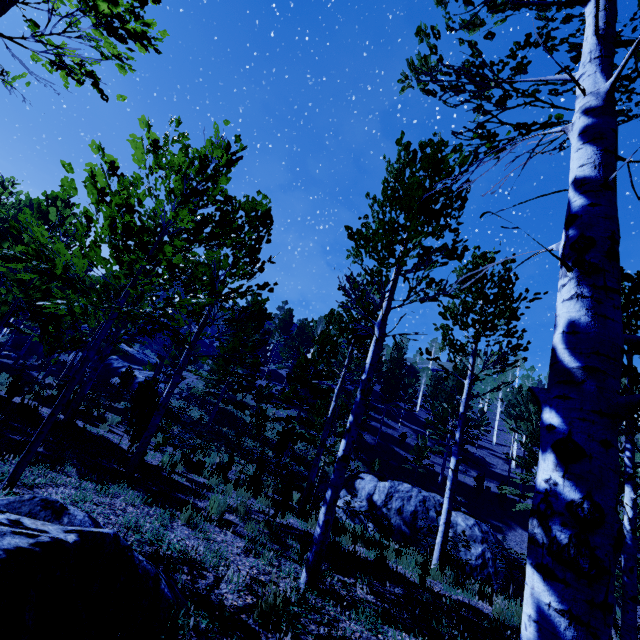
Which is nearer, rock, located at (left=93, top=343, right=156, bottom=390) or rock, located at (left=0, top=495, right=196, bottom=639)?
rock, located at (left=0, top=495, right=196, bottom=639)

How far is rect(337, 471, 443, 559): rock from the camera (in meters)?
13.47

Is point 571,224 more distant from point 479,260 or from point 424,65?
point 479,260

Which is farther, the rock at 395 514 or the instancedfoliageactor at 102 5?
the rock at 395 514

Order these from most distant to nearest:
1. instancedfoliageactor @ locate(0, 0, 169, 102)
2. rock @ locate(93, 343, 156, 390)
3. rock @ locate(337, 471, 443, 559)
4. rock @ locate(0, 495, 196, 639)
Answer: rock @ locate(93, 343, 156, 390)
rock @ locate(337, 471, 443, 559)
instancedfoliageactor @ locate(0, 0, 169, 102)
rock @ locate(0, 495, 196, 639)

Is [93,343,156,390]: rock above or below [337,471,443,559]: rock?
above

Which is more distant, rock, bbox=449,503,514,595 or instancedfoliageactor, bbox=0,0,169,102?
rock, bbox=449,503,514,595

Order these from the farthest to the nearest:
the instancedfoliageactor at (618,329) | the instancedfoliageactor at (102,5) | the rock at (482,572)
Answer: the rock at (482,572) < the instancedfoliageactor at (102,5) < the instancedfoliageactor at (618,329)
